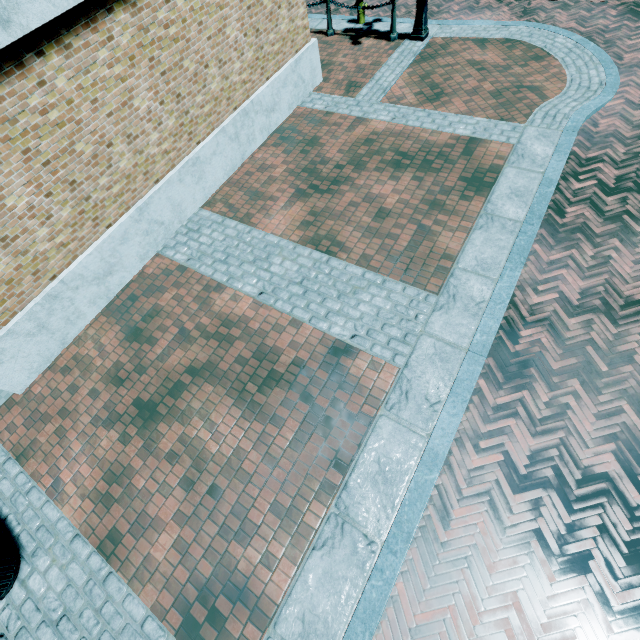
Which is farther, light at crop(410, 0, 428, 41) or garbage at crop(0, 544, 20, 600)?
light at crop(410, 0, 428, 41)

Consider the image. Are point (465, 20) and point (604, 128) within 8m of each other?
yes

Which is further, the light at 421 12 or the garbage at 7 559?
the light at 421 12
